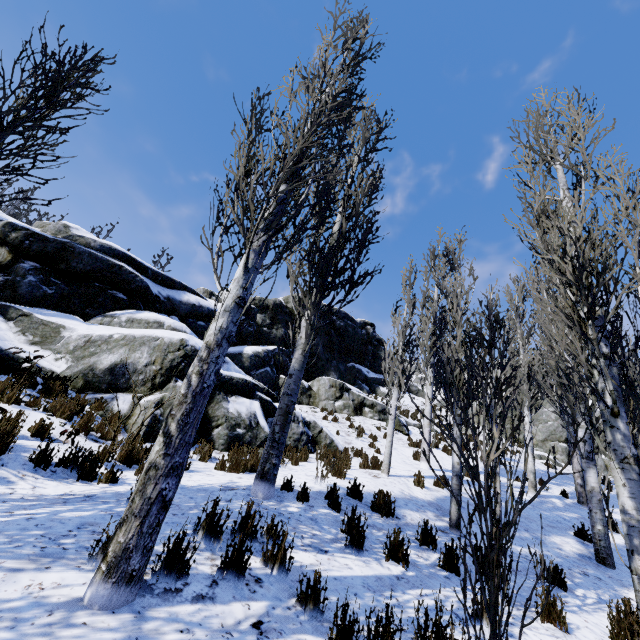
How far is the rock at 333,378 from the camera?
18.9m

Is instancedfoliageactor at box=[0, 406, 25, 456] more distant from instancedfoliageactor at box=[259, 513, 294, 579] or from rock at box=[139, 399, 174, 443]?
rock at box=[139, 399, 174, 443]

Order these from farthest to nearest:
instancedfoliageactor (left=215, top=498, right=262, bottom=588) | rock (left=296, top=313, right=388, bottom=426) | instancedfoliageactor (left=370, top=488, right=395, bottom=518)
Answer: rock (left=296, top=313, right=388, bottom=426) < instancedfoliageactor (left=370, top=488, right=395, bottom=518) < instancedfoliageactor (left=215, top=498, right=262, bottom=588)

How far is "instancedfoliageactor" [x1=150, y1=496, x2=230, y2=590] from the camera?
2.61m

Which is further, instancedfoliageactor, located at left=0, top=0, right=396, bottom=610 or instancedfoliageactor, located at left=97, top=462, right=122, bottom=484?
instancedfoliageactor, located at left=97, top=462, right=122, bottom=484

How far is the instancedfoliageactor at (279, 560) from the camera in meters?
3.2

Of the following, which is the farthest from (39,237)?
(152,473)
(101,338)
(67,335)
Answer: (152,473)
